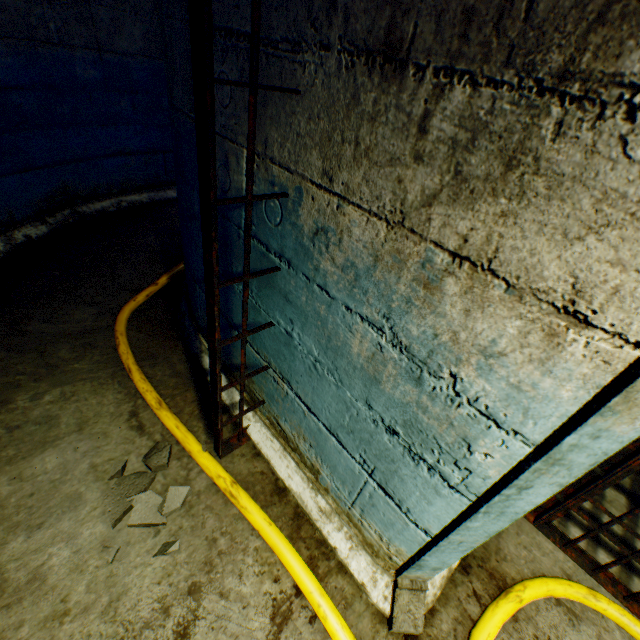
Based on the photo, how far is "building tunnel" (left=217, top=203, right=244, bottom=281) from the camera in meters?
1.4 m

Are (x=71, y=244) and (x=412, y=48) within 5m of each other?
yes

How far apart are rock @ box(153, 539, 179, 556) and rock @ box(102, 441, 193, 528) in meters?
0.1

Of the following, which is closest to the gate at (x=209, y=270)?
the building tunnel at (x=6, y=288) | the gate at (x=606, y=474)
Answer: the building tunnel at (x=6, y=288)

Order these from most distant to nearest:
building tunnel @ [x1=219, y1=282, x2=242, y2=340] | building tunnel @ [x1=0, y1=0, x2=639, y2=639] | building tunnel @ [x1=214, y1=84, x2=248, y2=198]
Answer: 1. building tunnel @ [x1=219, y1=282, x2=242, y2=340]
2. building tunnel @ [x1=214, y1=84, x2=248, y2=198]
3. building tunnel @ [x1=0, y1=0, x2=639, y2=639]

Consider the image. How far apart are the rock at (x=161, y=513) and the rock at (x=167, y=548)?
0.12m

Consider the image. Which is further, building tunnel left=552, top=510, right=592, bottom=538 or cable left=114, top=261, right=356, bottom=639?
building tunnel left=552, top=510, right=592, bottom=538
